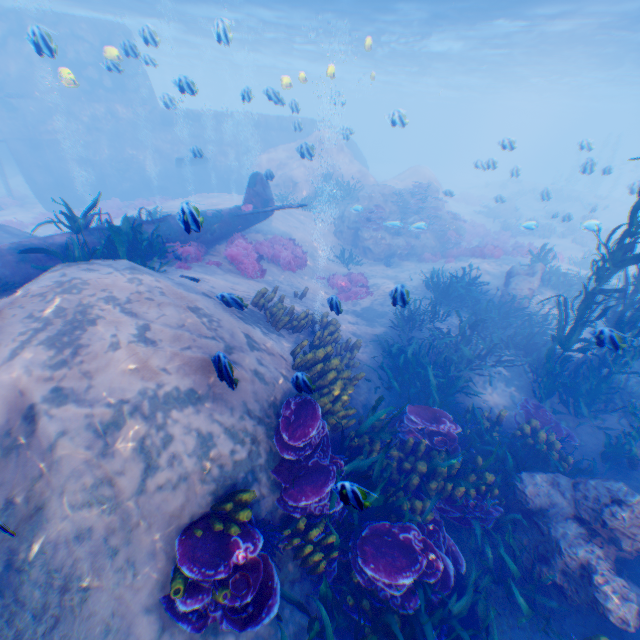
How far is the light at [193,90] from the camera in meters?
8.1 m

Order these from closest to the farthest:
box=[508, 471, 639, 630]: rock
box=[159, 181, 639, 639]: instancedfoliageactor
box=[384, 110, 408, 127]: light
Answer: box=[159, 181, 639, 639]: instancedfoliageactor, box=[508, 471, 639, 630]: rock, box=[384, 110, 408, 127]: light

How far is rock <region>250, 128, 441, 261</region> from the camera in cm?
1745

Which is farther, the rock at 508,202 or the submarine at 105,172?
the rock at 508,202

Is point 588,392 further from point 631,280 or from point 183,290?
point 631,280

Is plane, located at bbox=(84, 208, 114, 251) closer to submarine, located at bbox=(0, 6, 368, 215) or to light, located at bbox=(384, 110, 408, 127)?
submarine, located at bbox=(0, 6, 368, 215)

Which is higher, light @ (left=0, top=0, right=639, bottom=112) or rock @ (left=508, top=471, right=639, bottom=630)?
light @ (left=0, top=0, right=639, bottom=112)

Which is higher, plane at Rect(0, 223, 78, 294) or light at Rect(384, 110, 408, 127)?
light at Rect(384, 110, 408, 127)
